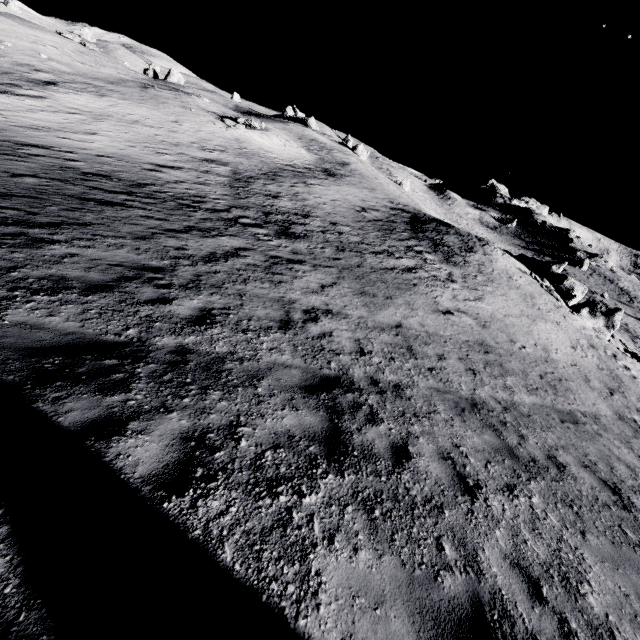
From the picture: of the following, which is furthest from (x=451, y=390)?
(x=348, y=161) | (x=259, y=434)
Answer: (x=348, y=161)
